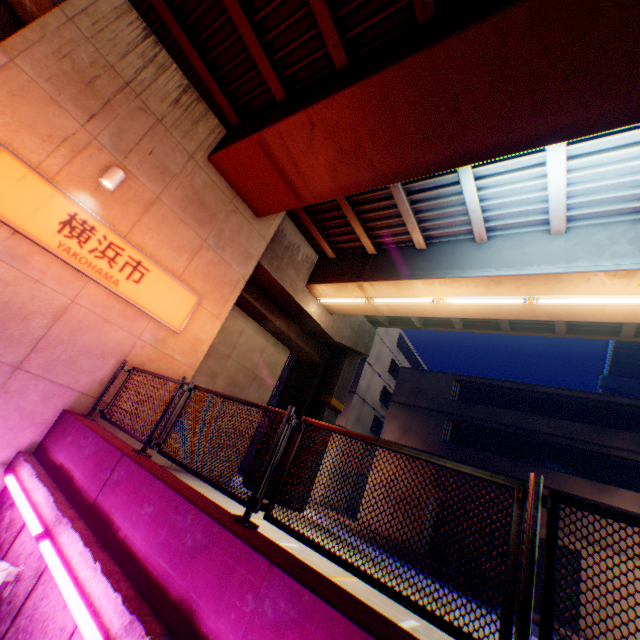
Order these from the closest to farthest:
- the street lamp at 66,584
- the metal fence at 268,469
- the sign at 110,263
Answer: the metal fence at 268,469
the street lamp at 66,584
the sign at 110,263

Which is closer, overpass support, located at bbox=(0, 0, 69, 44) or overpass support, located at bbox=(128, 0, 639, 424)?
overpass support, located at bbox=(128, 0, 639, 424)

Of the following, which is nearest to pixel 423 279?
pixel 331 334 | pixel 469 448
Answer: pixel 331 334

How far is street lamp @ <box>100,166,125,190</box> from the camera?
6.4m

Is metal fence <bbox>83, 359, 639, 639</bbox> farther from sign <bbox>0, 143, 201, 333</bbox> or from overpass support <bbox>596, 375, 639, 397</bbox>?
overpass support <bbox>596, 375, 639, 397</bbox>

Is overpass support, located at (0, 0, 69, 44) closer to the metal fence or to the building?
the metal fence

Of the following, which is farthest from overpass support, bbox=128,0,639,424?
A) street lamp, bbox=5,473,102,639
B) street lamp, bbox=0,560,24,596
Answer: street lamp, bbox=0,560,24,596

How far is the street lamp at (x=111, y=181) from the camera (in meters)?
6.44
